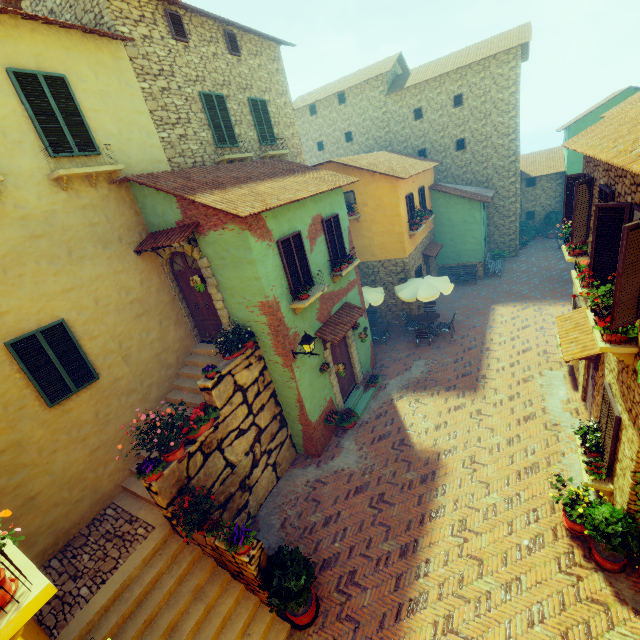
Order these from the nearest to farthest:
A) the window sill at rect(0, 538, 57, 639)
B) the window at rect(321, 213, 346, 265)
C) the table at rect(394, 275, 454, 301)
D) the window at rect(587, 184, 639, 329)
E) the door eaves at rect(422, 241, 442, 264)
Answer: the window sill at rect(0, 538, 57, 639), the window at rect(587, 184, 639, 329), the window at rect(321, 213, 346, 265), the table at rect(394, 275, 454, 301), the door eaves at rect(422, 241, 442, 264)

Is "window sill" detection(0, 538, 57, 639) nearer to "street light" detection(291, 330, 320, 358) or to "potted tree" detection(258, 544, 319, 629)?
"potted tree" detection(258, 544, 319, 629)

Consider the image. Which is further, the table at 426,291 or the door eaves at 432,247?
the door eaves at 432,247

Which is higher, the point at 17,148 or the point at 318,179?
the point at 17,148

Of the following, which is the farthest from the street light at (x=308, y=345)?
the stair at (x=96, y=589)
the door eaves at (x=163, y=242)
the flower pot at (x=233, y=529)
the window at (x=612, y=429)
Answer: the window at (x=612, y=429)

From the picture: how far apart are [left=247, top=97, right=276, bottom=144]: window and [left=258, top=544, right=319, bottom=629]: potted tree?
13.4m

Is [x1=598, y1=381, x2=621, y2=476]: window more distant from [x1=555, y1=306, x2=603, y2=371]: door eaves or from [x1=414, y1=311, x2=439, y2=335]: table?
[x1=414, y1=311, x2=439, y2=335]: table

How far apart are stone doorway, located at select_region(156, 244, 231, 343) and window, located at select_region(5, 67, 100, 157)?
2.4 meters
